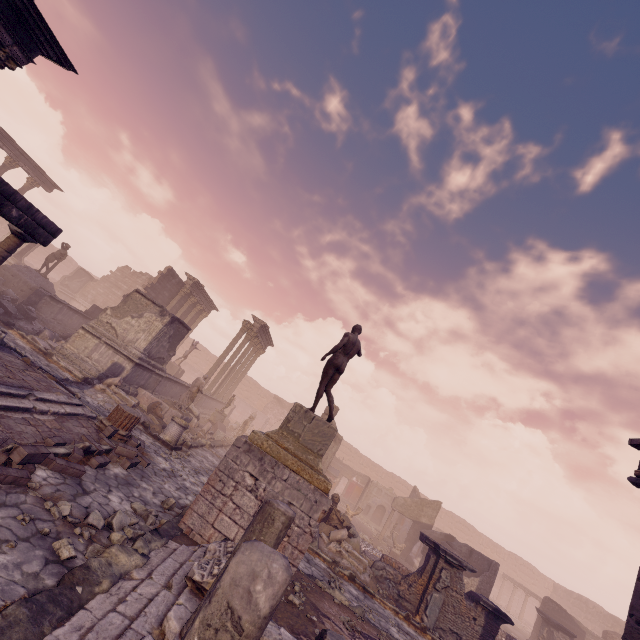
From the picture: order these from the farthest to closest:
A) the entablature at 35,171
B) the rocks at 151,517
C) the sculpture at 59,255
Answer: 1. the entablature at 35,171
2. the sculpture at 59,255
3. the rocks at 151,517

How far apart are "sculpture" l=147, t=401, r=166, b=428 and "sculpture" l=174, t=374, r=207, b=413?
0.8 meters

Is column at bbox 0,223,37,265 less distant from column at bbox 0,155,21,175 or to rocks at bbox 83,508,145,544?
rocks at bbox 83,508,145,544

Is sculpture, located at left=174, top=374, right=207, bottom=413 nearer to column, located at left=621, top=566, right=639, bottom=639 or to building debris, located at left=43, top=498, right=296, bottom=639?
building debris, located at left=43, top=498, right=296, bottom=639

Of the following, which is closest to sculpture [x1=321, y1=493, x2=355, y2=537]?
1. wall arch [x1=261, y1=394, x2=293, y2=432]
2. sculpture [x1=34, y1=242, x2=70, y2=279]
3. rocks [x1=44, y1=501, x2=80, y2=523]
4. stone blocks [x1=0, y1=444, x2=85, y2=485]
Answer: rocks [x1=44, y1=501, x2=80, y2=523]

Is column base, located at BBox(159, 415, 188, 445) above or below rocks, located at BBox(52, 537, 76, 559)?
above

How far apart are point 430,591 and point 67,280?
33.88m

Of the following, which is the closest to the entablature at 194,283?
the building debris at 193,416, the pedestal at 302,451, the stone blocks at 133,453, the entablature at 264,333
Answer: the entablature at 264,333
